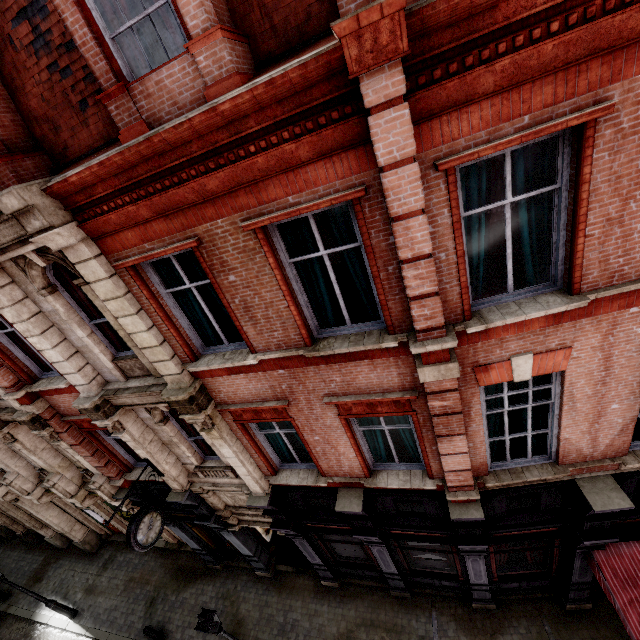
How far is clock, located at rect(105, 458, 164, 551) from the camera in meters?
7.9

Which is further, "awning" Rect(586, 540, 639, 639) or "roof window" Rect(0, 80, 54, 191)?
"awning" Rect(586, 540, 639, 639)

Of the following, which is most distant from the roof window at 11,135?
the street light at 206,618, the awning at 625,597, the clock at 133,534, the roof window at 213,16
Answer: the awning at 625,597

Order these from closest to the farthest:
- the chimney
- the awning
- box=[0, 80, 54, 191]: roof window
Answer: the chimney → box=[0, 80, 54, 191]: roof window → the awning

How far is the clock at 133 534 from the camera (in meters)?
7.91

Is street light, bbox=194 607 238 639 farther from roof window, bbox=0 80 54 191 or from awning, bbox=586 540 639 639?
roof window, bbox=0 80 54 191

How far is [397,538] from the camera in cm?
879

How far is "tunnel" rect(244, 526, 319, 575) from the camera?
12.2m
